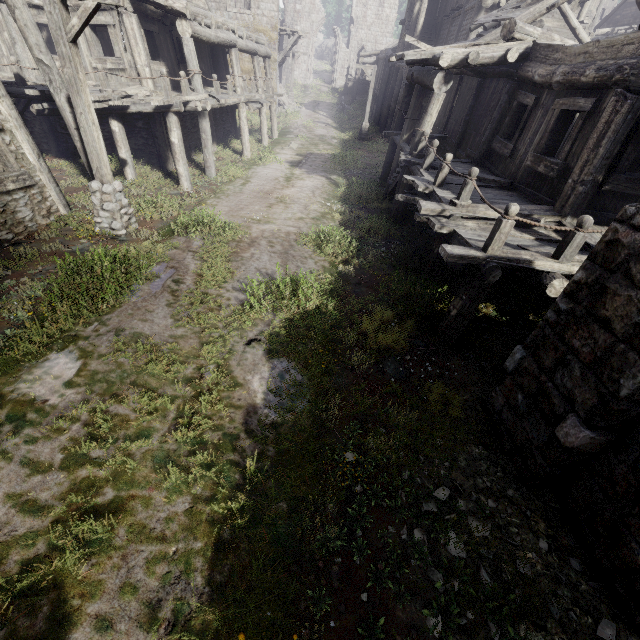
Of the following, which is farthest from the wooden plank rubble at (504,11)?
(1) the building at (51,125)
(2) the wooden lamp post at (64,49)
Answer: (2) the wooden lamp post at (64,49)

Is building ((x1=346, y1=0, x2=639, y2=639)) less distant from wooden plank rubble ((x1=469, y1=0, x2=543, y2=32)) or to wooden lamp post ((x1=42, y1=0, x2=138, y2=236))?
wooden plank rubble ((x1=469, y1=0, x2=543, y2=32))

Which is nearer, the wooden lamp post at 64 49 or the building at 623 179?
the building at 623 179

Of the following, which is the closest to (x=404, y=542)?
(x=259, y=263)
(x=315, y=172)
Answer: (x=259, y=263)

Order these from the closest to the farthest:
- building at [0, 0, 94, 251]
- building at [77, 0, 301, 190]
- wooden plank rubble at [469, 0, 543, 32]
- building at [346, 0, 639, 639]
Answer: building at [346, 0, 639, 639] < building at [0, 0, 94, 251] < building at [77, 0, 301, 190] < wooden plank rubble at [469, 0, 543, 32]

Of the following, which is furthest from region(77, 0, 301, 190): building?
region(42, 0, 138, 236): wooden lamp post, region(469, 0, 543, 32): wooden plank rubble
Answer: region(42, 0, 138, 236): wooden lamp post
